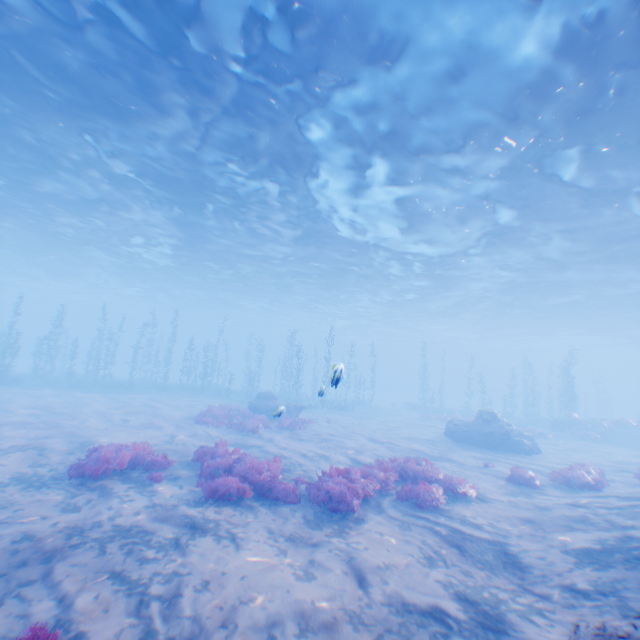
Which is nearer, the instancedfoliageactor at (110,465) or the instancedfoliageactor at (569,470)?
the instancedfoliageactor at (110,465)

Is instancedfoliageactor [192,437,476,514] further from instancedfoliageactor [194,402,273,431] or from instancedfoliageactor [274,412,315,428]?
instancedfoliageactor [194,402,273,431]

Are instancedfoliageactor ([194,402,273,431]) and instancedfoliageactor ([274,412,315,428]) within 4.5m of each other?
yes

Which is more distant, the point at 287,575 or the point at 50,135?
the point at 50,135

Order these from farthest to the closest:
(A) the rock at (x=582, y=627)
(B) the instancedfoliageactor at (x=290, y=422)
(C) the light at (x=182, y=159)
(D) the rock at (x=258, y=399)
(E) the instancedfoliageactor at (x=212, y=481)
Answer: (B) the instancedfoliageactor at (x=290, y=422) < (D) the rock at (x=258, y=399) < (C) the light at (x=182, y=159) < (E) the instancedfoliageactor at (x=212, y=481) < (A) the rock at (x=582, y=627)

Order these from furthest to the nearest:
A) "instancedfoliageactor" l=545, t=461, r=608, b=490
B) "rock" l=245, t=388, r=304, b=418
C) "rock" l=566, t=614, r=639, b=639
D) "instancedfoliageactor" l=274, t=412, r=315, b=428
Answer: "instancedfoliageactor" l=274, t=412, r=315, b=428 < "instancedfoliageactor" l=545, t=461, r=608, b=490 < "rock" l=245, t=388, r=304, b=418 < "rock" l=566, t=614, r=639, b=639

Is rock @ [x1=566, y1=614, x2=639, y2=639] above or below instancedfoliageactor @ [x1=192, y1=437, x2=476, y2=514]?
above

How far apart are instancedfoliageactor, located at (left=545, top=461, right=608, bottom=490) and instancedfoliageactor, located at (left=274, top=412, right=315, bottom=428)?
11.8 meters
